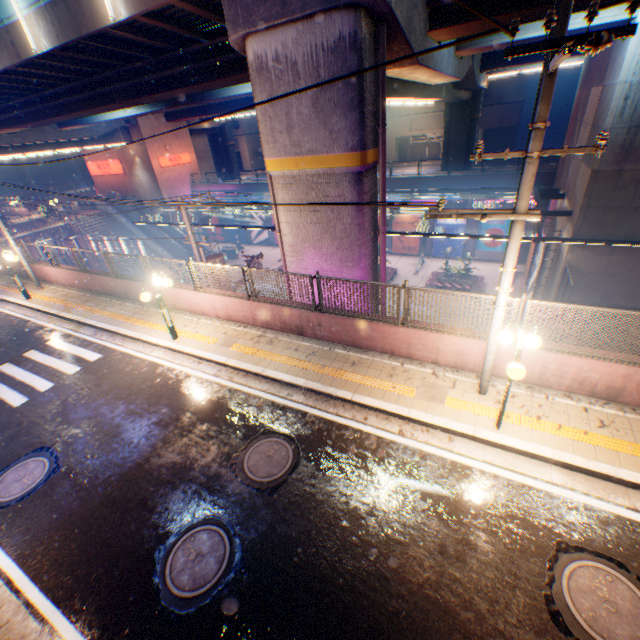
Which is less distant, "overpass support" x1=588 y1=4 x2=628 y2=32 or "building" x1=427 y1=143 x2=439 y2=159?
"overpass support" x1=588 y1=4 x2=628 y2=32

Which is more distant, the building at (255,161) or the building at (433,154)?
the building at (255,161)

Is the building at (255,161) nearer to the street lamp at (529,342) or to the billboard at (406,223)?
the billboard at (406,223)

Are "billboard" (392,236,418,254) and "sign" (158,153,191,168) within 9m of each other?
no

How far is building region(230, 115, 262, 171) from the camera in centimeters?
5522cm

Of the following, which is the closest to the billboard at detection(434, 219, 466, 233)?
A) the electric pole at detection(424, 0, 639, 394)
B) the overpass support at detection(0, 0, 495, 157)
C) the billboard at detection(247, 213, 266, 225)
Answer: the overpass support at detection(0, 0, 495, 157)

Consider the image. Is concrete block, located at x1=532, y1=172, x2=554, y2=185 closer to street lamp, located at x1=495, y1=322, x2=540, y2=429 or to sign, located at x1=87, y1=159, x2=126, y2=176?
sign, located at x1=87, y1=159, x2=126, y2=176

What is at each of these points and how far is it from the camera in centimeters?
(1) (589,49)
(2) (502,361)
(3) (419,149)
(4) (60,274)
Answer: (1) electric pole, 278cm
(2) concrete block, 764cm
(3) building, 4641cm
(4) concrete block, 1634cm
